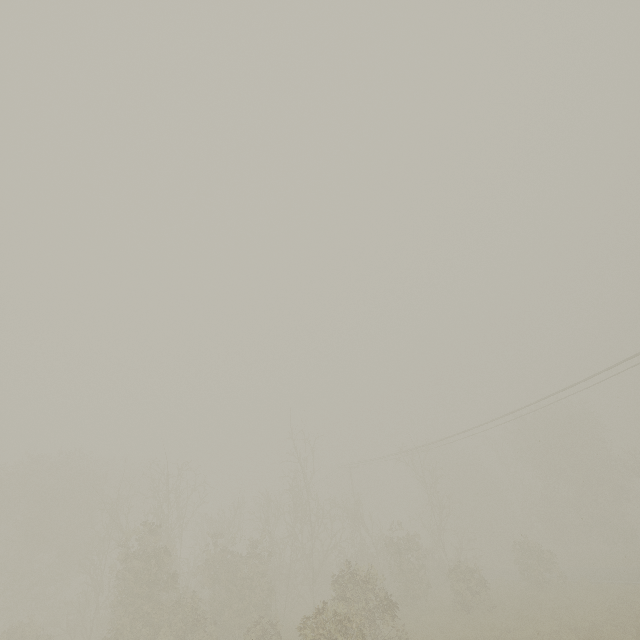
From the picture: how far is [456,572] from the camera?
20.56m
